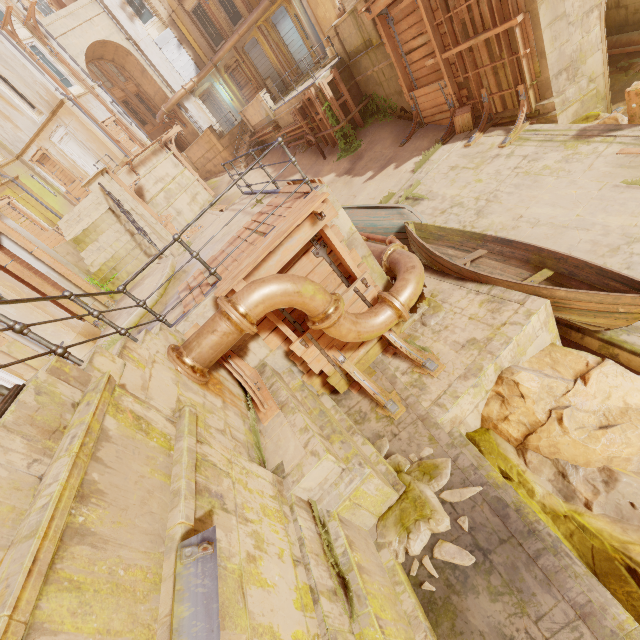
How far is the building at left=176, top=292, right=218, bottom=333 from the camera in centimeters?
520cm

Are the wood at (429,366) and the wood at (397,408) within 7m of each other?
yes

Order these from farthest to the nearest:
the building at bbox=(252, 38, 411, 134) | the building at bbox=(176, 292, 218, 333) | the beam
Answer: the building at bbox=(252, 38, 411, 134) < the beam < the building at bbox=(176, 292, 218, 333)

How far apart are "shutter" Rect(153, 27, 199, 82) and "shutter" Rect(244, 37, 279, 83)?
3.98m

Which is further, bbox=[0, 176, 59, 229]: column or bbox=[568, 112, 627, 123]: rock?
bbox=[0, 176, 59, 229]: column

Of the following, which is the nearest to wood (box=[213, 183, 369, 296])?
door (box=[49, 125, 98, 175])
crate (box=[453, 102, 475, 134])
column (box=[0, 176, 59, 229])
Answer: crate (box=[453, 102, 475, 134])

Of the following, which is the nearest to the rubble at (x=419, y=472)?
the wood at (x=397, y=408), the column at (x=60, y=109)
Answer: the wood at (x=397, y=408)

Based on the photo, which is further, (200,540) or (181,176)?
(181,176)
